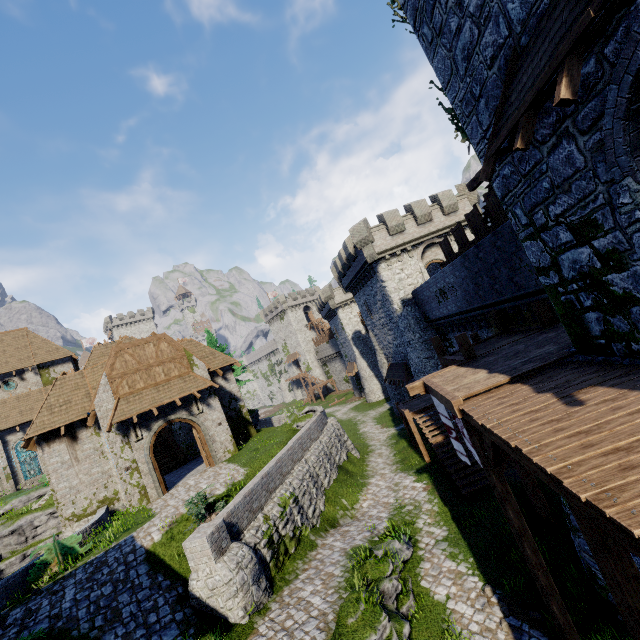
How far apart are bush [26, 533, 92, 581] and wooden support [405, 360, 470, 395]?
14.7 meters

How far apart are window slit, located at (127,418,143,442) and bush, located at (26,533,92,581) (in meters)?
5.07

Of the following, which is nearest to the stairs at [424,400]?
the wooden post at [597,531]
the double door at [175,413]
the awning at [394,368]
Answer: the awning at [394,368]

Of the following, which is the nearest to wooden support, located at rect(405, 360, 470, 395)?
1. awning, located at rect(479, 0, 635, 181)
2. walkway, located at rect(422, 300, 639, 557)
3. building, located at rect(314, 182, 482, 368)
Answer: walkway, located at rect(422, 300, 639, 557)

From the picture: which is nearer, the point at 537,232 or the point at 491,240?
the point at 537,232

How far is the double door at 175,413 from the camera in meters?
18.0 m

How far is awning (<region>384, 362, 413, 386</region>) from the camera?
26.7m

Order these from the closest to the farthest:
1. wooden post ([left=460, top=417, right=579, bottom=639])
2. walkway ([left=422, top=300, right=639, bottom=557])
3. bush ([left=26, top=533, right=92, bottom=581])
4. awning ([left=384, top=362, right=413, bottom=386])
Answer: walkway ([left=422, top=300, right=639, bottom=557]) < wooden post ([left=460, top=417, right=579, bottom=639]) < bush ([left=26, top=533, right=92, bottom=581]) < awning ([left=384, top=362, right=413, bottom=386])
